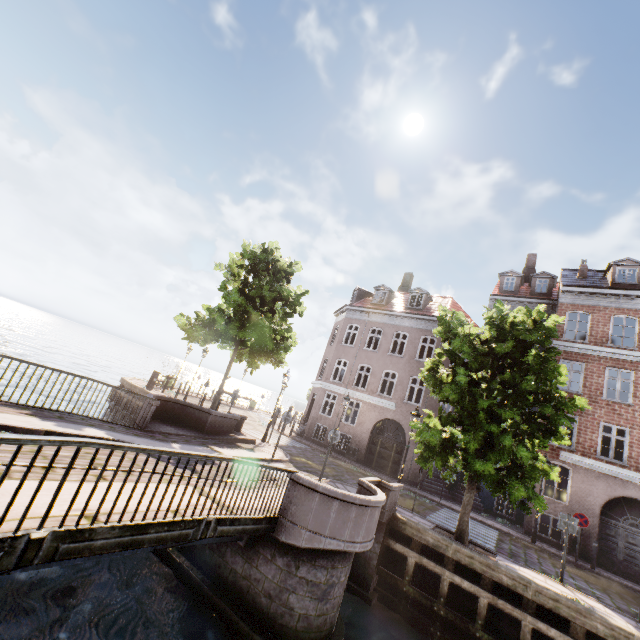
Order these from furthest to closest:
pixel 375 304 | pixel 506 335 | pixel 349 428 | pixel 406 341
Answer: pixel 375 304 < pixel 406 341 < pixel 349 428 < pixel 506 335

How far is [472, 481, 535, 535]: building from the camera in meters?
16.3 m

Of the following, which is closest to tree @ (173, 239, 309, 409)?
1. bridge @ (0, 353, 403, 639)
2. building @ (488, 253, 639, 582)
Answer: bridge @ (0, 353, 403, 639)

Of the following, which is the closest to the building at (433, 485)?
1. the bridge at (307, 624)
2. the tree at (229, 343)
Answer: the tree at (229, 343)

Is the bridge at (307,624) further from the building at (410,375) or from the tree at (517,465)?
the building at (410,375)

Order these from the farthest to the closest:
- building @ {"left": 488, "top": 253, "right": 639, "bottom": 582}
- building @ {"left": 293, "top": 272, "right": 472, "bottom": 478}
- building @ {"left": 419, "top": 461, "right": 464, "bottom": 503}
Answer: building @ {"left": 293, "top": 272, "right": 472, "bottom": 478} < building @ {"left": 419, "top": 461, "right": 464, "bottom": 503} < building @ {"left": 488, "top": 253, "right": 639, "bottom": 582}

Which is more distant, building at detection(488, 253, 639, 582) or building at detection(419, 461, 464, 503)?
building at detection(419, 461, 464, 503)
